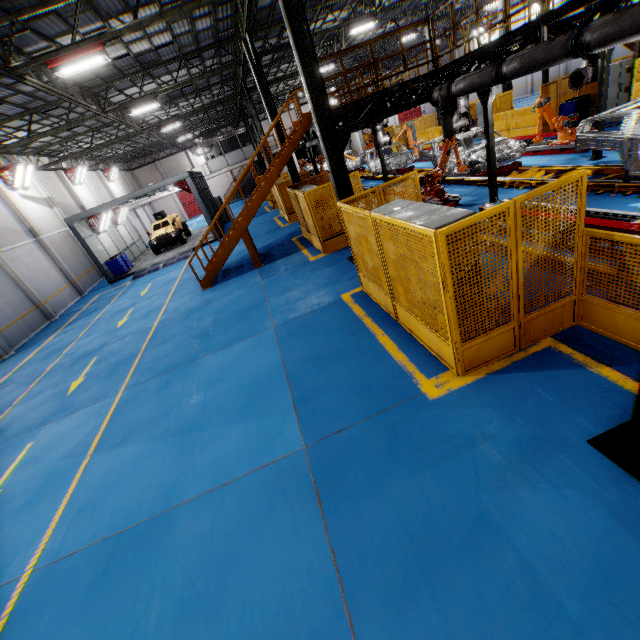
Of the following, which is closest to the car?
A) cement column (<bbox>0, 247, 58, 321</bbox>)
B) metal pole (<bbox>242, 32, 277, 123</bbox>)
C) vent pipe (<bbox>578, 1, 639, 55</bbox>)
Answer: cement column (<bbox>0, 247, 58, 321</bbox>)

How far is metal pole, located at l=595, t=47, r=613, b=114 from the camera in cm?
933

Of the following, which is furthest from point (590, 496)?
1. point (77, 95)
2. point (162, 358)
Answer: point (77, 95)

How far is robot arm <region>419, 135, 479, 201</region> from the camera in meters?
11.1 m

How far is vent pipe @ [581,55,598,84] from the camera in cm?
989

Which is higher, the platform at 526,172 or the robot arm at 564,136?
the robot arm at 564,136

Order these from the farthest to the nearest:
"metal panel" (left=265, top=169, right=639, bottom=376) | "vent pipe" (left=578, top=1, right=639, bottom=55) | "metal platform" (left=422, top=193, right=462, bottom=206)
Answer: "metal platform" (left=422, top=193, right=462, bottom=206)
"vent pipe" (left=578, top=1, right=639, bottom=55)
"metal panel" (left=265, top=169, right=639, bottom=376)

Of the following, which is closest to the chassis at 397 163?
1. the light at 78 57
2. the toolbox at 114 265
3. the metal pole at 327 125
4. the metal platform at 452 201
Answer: the metal platform at 452 201
